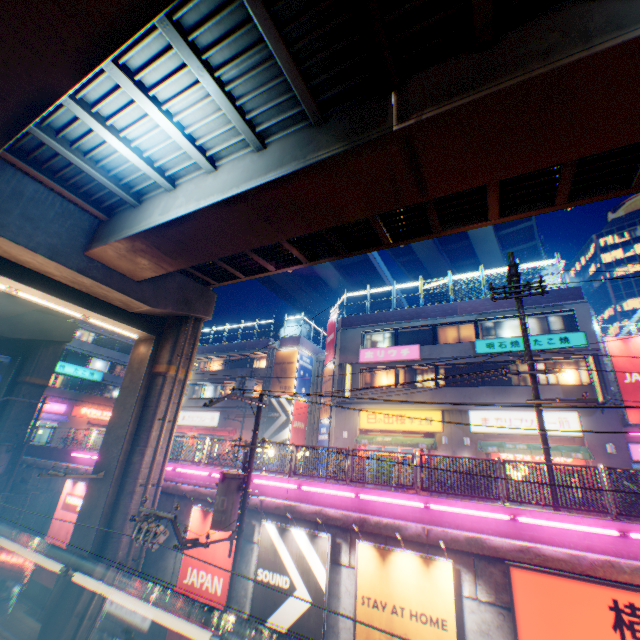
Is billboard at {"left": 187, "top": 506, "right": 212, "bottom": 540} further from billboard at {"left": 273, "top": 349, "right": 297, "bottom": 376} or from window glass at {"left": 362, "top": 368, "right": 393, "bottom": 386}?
billboard at {"left": 273, "top": 349, "right": 297, "bottom": 376}

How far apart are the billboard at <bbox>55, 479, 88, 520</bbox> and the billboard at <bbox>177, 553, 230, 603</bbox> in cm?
706

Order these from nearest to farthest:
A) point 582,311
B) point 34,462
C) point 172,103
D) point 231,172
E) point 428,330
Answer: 1. point 172,103
2. point 231,172
3. point 582,311
4. point 34,462
5. point 428,330

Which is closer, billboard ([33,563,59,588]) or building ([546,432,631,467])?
billboard ([33,563,59,588])

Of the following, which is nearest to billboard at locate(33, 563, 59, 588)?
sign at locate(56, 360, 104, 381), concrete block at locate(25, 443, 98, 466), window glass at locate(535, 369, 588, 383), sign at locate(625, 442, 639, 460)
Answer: concrete block at locate(25, 443, 98, 466)

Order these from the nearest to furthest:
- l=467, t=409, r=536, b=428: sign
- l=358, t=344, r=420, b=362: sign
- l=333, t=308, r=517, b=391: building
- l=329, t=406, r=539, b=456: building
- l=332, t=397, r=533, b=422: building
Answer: l=467, t=409, r=536, b=428: sign → l=329, t=406, r=539, b=456: building → l=332, t=397, r=533, b=422: building → l=333, t=308, r=517, b=391: building → l=358, t=344, r=420, b=362: sign

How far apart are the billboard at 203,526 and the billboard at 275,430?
15.1m

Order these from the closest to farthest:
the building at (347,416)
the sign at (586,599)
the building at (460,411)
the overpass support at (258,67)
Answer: the overpass support at (258,67) < the sign at (586,599) < the building at (347,416) < the building at (460,411)
